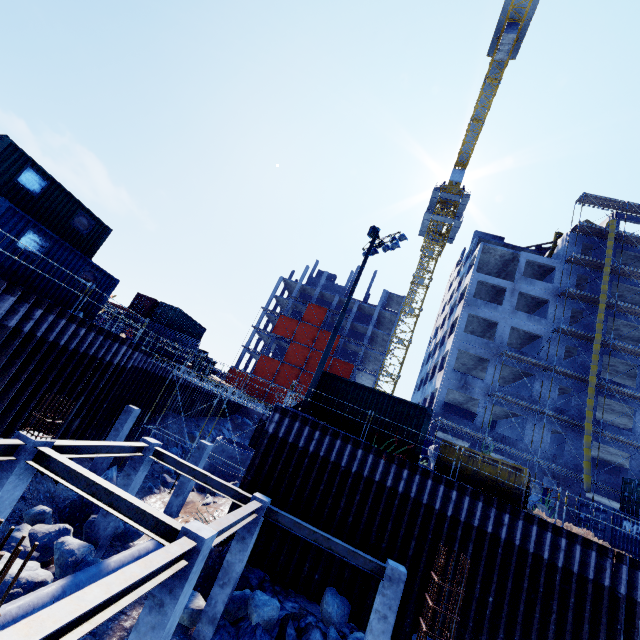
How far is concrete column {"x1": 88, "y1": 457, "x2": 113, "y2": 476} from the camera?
17.1 meters

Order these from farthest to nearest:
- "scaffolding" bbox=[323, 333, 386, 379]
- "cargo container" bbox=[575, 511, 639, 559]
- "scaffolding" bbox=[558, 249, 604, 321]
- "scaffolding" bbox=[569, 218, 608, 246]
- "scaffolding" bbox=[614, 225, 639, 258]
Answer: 1. "scaffolding" bbox=[323, 333, 386, 379]
2. "scaffolding" bbox=[569, 218, 608, 246]
3. "scaffolding" bbox=[614, 225, 639, 258]
4. "scaffolding" bbox=[558, 249, 604, 321]
5. "cargo container" bbox=[575, 511, 639, 559]

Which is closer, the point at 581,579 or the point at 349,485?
the point at 581,579

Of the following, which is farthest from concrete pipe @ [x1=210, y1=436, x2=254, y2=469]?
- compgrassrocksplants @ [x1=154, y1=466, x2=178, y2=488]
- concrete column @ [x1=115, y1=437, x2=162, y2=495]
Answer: concrete column @ [x1=115, y1=437, x2=162, y2=495]

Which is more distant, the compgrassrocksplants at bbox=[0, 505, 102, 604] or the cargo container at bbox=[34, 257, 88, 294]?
the cargo container at bbox=[34, 257, 88, 294]

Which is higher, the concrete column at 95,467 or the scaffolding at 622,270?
the scaffolding at 622,270

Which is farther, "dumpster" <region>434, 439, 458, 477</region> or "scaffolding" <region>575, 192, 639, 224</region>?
"scaffolding" <region>575, 192, 639, 224</region>

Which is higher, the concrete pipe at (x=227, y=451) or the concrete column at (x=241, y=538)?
the concrete pipe at (x=227, y=451)
